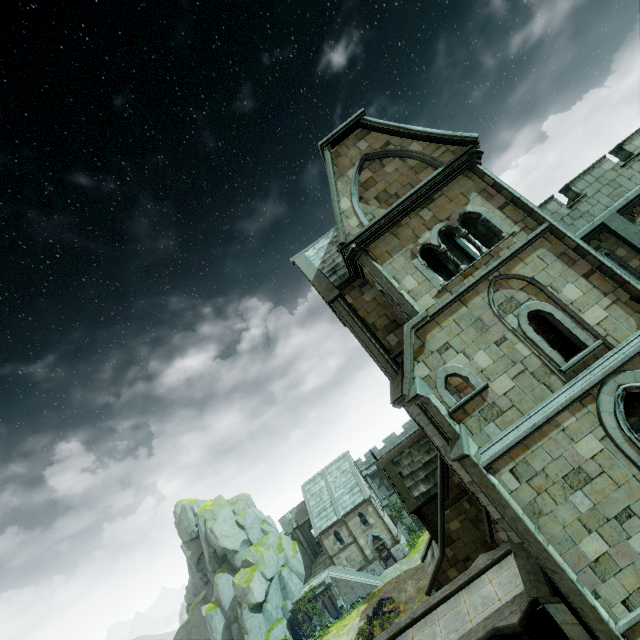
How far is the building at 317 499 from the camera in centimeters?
3928cm

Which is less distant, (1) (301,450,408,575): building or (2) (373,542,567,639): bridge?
(2) (373,542,567,639): bridge

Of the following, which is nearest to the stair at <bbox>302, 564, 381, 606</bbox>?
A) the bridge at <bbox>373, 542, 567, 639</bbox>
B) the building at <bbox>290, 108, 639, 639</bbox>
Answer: the building at <bbox>290, 108, 639, 639</bbox>

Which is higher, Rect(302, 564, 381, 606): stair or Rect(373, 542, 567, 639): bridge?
Rect(373, 542, 567, 639): bridge

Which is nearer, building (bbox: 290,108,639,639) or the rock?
building (bbox: 290,108,639,639)

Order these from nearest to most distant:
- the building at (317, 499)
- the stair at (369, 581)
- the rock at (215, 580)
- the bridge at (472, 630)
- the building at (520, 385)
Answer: the building at (520, 385) < the bridge at (472, 630) < the stair at (369, 581) < the rock at (215, 580) < the building at (317, 499)

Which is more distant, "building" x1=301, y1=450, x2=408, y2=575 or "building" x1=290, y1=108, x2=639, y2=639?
"building" x1=301, y1=450, x2=408, y2=575

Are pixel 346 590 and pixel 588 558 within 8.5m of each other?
no
